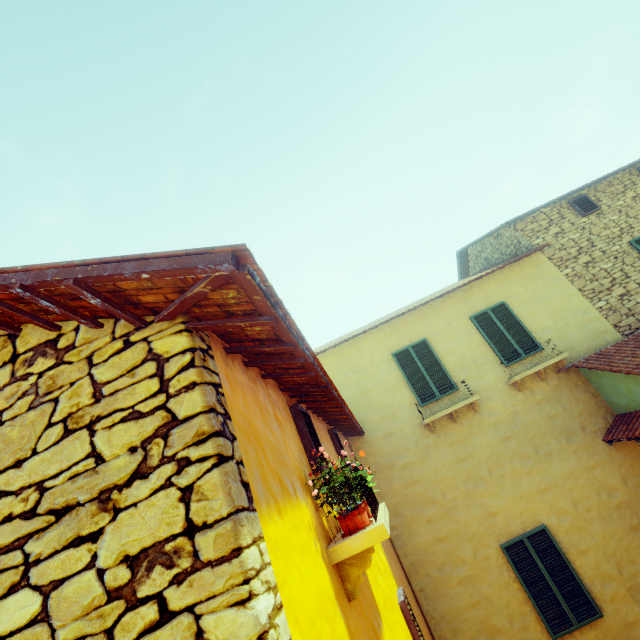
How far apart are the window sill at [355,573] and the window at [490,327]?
6.51m

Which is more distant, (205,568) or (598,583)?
(598,583)

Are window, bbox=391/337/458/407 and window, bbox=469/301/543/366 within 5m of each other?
yes

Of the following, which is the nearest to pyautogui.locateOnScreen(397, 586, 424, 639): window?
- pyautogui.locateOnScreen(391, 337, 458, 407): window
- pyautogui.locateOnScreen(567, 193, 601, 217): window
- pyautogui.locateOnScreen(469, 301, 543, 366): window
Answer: pyautogui.locateOnScreen(391, 337, 458, 407): window

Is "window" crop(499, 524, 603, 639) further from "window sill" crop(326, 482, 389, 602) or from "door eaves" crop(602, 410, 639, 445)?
"window sill" crop(326, 482, 389, 602)

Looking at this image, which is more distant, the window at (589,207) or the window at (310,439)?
the window at (589,207)

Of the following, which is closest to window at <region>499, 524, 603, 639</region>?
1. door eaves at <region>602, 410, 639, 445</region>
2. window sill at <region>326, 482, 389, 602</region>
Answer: door eaves at <region>602, 410, 639, 445</region>

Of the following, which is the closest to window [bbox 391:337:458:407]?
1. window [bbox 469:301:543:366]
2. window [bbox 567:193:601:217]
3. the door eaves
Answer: window [bbox 469:301:543:366]
